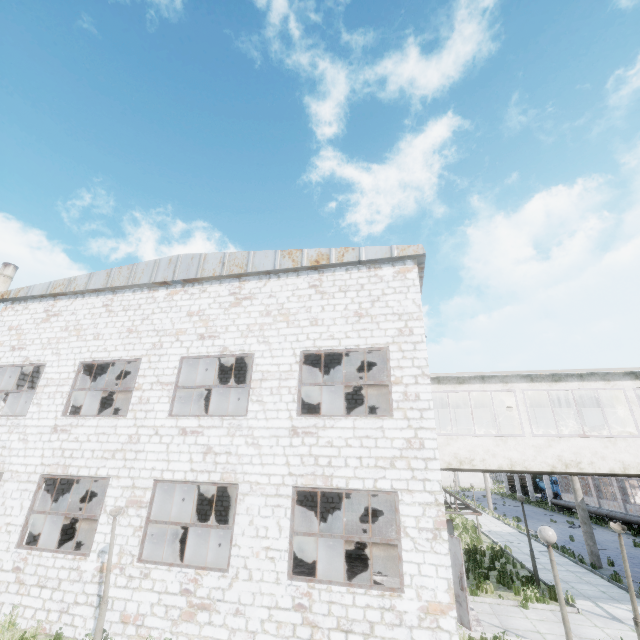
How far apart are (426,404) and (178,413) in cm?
1750

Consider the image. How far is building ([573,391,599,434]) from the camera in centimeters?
1326cm

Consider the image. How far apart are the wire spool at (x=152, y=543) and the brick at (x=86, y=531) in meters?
5.2

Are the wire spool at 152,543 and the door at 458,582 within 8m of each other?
no

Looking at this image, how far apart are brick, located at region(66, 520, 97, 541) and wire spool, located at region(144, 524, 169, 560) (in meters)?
5.21

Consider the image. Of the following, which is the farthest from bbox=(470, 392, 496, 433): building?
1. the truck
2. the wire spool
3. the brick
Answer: the truck

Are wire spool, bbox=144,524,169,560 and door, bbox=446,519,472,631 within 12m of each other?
yes

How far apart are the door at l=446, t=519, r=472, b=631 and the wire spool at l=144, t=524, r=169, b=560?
10.7 meters
